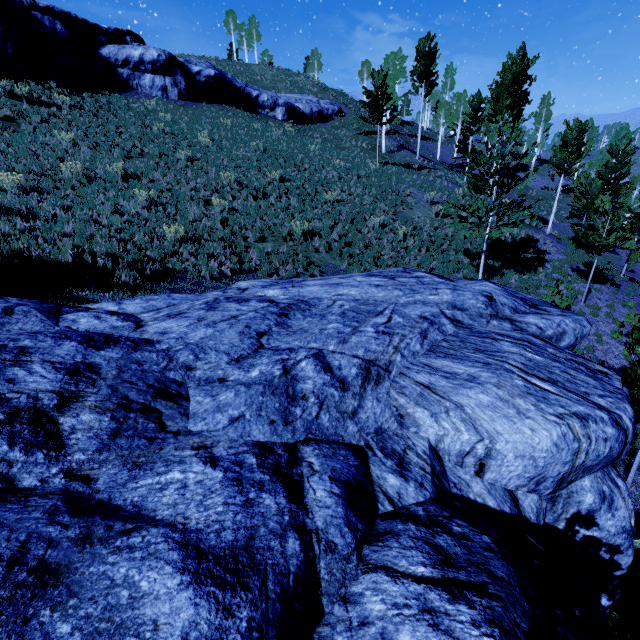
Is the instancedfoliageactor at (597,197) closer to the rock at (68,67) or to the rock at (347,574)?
the rock at (347,574)

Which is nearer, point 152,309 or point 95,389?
point 95,389

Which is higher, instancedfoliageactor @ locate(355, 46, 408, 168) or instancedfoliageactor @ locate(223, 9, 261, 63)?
instancedfoliageactor @ locate(223, 9, 261, 63)

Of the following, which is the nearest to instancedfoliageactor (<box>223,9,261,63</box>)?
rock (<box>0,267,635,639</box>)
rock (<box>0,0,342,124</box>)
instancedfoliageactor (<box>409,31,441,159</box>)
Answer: instancedfoliageactor (<box>409,31,441,159</box>)

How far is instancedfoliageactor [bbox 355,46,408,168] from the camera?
23.43m

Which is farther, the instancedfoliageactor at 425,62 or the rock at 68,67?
the instancedfoliageactor at 425,62

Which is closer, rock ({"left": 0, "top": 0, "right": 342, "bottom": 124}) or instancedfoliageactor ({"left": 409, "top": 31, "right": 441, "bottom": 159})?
rock ({"left": 0, "top": 0, "right": 342, "bottom": 124})
